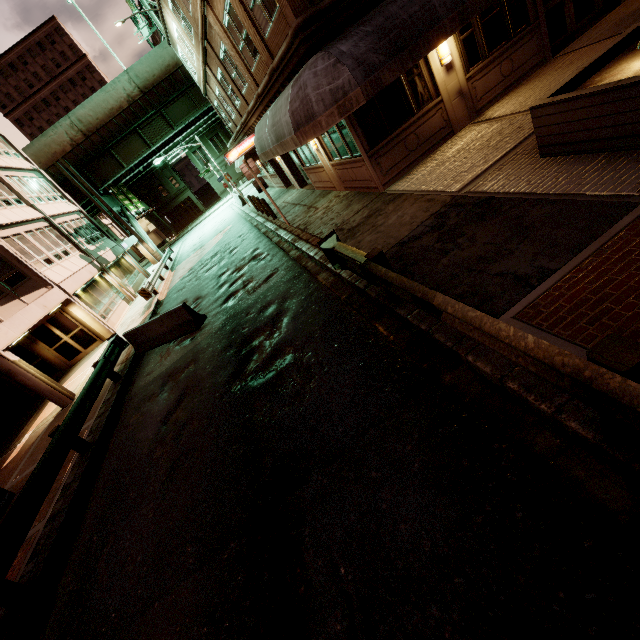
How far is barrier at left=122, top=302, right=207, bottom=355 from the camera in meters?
11.1 m

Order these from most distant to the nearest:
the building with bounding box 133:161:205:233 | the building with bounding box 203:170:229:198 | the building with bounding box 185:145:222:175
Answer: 1. the building with bounding box 203:170:229:198
2. the building with bounding box 133:161:205:233
3. the building with bounding box 185:145:222:175

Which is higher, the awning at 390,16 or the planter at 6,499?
the awning at 390,16

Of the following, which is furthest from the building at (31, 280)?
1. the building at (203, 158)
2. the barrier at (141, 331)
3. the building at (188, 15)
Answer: the building at (203, 158)

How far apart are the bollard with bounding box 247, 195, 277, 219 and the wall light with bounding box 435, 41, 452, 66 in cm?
1104

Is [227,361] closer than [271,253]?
Yes

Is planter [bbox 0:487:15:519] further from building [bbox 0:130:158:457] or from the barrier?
the barrier

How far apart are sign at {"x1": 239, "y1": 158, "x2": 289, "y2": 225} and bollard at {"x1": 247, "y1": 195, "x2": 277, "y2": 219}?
4.78m
